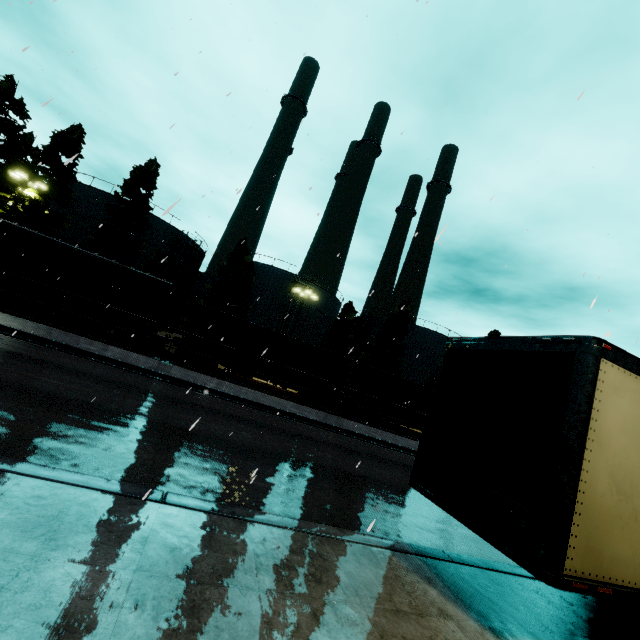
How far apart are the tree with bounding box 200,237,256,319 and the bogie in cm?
1482

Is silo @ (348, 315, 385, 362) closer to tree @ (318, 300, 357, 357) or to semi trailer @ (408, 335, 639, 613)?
tree @ (318, 300, 357, 357)

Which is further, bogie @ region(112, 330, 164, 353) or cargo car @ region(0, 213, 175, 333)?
bogie @ region(112, 330, 164, 353)

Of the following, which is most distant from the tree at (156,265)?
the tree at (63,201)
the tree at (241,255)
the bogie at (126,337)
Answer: the bogie at (126,337)

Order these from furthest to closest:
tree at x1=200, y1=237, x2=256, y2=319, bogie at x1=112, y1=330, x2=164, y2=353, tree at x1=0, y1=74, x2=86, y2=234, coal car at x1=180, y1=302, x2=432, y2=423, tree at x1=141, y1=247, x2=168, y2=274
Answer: tree at x1=200, y1=237, x2=256, y2=319
tree at x1=141, y1=247, x2=168, y2=274
tree at x1=0, y1=74, x2=86, y2=234
coal car at x1=180, y1=302, x2=432, y2=423
bogie at x1=112, y1=330, x2=164, y2=353

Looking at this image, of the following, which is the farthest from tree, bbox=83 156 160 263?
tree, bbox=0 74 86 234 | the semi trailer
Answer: the semi trailer

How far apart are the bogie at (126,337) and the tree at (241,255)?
14.8 meters

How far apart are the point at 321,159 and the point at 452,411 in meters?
5.9 m
